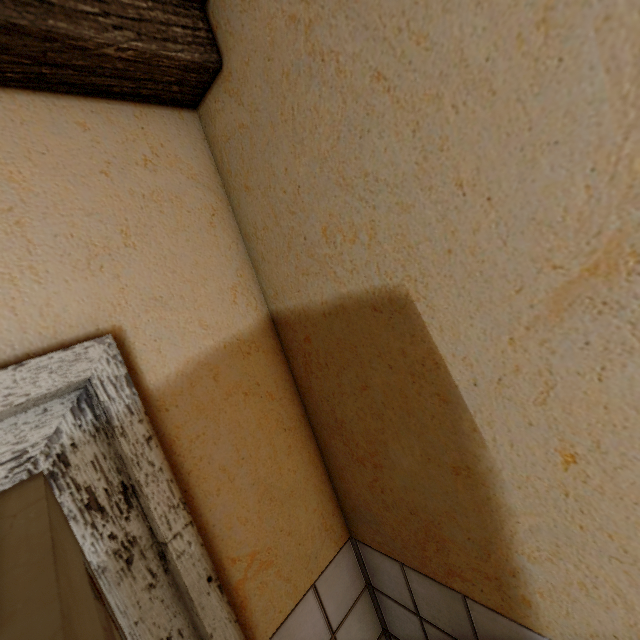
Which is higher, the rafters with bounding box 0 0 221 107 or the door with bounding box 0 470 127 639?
the rafters with bounding box 0 0 221 107

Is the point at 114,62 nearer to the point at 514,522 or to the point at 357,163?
the point at 357,163

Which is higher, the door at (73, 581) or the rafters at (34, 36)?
the rafters at (34, 36)
